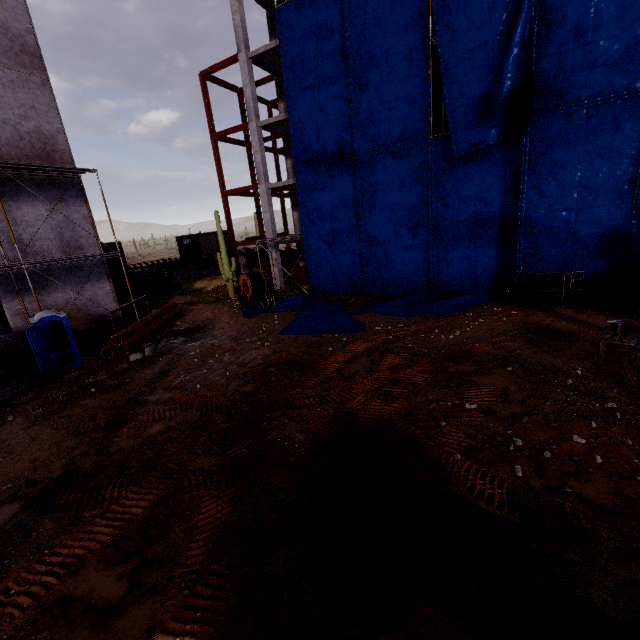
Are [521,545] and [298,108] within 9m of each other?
no

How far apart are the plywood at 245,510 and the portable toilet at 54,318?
11.8 meters

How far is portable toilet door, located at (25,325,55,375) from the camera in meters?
12.2 m

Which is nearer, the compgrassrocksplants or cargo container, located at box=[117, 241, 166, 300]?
the compgrassrocksplants

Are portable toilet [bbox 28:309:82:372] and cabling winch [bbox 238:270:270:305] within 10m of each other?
yes

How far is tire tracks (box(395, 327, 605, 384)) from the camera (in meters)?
9.49

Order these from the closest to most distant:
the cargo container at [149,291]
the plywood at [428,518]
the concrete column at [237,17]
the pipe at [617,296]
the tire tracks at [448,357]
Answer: the plywood at [428,518]
the tire tracks at [448,357]
the pipe at [617,296]
the concrete column at [237,17]
the cargo container at [149,291]

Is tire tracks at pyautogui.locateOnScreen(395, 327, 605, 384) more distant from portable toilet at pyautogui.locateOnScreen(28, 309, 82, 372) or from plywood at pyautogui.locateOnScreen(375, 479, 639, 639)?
portable toilet at pyautogui.locateOnScreen(28, 309, 82, 372)
